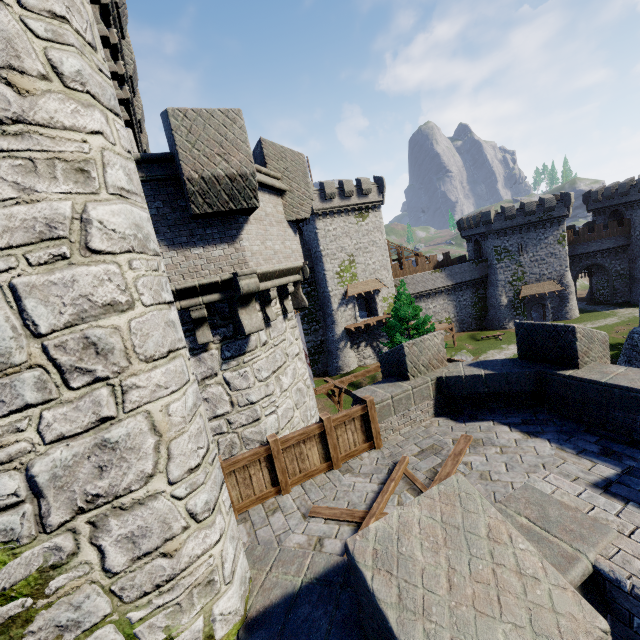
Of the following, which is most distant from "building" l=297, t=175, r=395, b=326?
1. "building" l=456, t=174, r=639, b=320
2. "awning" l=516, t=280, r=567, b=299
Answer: "awning" l=516, t=280, r=567, b=299

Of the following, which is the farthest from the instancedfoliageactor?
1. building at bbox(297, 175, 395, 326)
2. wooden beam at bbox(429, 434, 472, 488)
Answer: wooden beam at bbox(429, 434, 472, 488)

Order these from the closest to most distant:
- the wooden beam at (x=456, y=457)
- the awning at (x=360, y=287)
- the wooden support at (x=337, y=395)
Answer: the wooden beam at (x=456, y=457) → the wooden support at (x=337, y=395) → the awning at (x=360, y=287)

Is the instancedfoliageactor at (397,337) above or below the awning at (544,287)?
above

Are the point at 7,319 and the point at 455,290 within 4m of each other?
no

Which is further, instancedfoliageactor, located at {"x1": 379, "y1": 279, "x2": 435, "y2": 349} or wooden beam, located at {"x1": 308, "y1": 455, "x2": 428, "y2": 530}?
instancedfoliageactor, located at {"x1": 379, "y1": 279, "x2": 435, "y2": 349}

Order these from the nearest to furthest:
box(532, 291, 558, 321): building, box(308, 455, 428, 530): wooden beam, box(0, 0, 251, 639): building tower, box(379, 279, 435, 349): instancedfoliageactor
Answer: box(0, 0, 251, 639): building tower → box(308, 455, 428, 530): wooden beam → box(379, 279, 435, 349): instancedfoliageactor → box(532, 291, 558, 321): building

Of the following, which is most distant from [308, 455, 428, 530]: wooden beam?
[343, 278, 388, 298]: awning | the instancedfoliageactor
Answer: [343, 278, 388, 298]: awning
